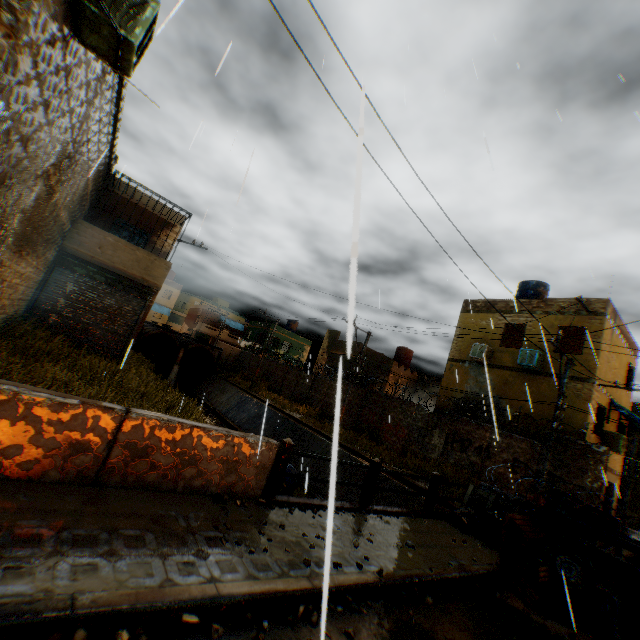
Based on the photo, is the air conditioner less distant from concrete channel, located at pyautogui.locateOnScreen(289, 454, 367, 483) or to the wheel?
concrete channel, located at pyautogui.locateOnScreen(289, 454, 367, 483)

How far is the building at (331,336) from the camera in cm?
2991

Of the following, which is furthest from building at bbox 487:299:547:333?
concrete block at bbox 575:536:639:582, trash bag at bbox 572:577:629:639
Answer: trash bag at bbox 572:577:629:639

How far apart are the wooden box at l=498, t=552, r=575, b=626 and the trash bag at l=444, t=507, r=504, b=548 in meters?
0.7 m

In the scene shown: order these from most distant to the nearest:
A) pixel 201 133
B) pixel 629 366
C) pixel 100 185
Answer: pixel 629 366, pixel 100 185, pixel 201 133

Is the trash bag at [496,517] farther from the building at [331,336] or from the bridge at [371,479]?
the building at [331,336]

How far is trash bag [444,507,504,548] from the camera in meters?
7.1

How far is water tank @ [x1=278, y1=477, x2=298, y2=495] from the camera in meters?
13.9 m
